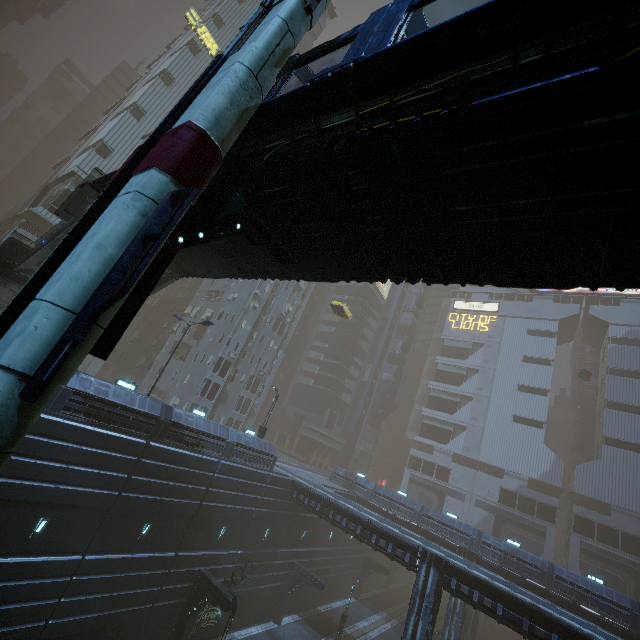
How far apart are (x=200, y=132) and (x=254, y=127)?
2.2 meters

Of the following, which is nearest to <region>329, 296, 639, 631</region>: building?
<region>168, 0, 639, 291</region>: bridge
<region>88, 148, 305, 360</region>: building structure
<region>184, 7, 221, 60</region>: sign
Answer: <region>184, 7, 221, 60</region>: sign

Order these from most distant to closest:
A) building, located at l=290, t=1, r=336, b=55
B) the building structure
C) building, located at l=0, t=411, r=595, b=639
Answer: building, located at l=290, t=1, r=336, b=55, building, located at l=0, t=411, r=595, b=639, the building structure

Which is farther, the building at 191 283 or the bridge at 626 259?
the building at 191 283

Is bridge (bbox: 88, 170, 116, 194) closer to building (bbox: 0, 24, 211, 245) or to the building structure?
the building structure

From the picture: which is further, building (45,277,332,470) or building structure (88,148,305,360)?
building (45,277,332,470)

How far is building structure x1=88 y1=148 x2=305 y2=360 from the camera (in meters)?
5.77

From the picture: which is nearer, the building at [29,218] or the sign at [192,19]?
the building at [29,218]
